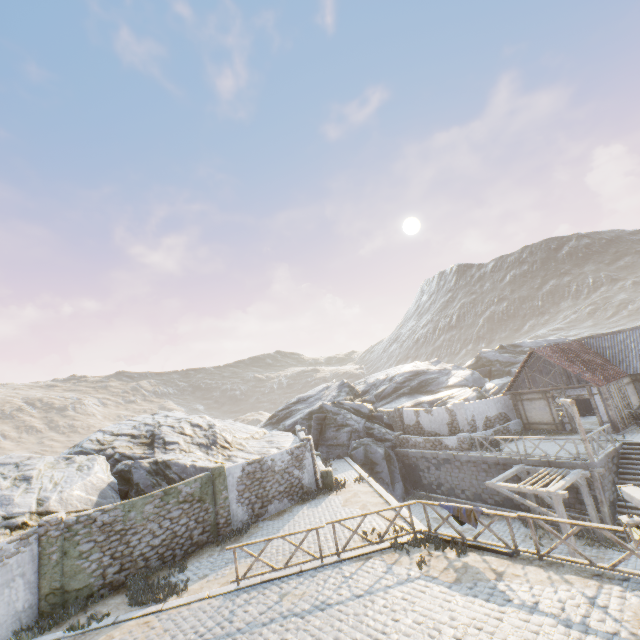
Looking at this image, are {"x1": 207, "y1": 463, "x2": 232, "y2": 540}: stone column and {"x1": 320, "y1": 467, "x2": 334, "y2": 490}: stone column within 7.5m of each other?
yes

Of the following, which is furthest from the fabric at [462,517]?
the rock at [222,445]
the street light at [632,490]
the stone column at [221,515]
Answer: the rock at [222,445]

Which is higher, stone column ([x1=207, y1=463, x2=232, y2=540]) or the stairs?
stone column ([x1=207, y1=463, x2=232, y2=540])

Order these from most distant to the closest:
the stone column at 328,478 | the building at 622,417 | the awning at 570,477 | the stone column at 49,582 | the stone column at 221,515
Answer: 1. the building at 622,417
2. the stone column at 328,478
3. the stone column at 221,515
4. the awning at 570,477
5. the stone column at 49,582

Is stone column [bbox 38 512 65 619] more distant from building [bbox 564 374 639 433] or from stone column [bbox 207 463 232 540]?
building [bbox 564 374 639 433]

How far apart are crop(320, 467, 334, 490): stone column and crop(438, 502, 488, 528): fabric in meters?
9.0 m

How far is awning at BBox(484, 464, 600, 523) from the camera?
14.0m

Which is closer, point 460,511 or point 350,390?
point 460,511
